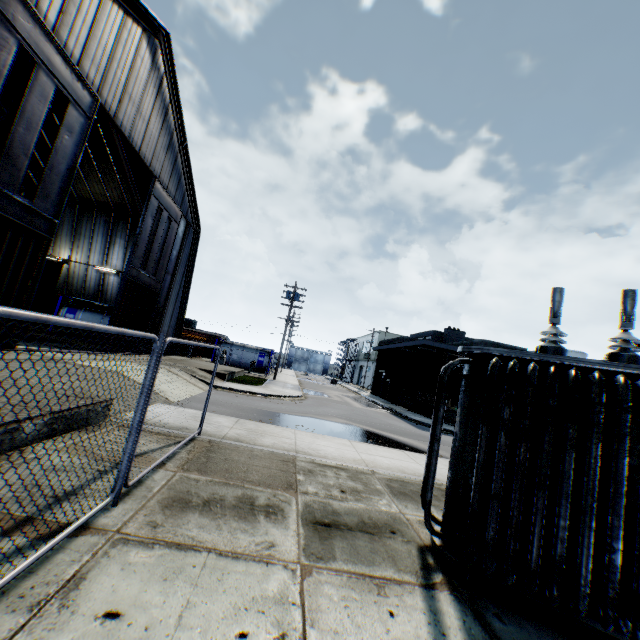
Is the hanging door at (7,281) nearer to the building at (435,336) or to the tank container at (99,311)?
the tank container at (99,311)

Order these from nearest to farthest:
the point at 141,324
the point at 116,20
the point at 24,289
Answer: the point at 24,289, the point at 116,20, the point at 141,324

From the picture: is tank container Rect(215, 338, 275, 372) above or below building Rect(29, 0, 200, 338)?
below

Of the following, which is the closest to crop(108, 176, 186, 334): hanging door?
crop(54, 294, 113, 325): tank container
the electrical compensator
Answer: crop(54, 294, 113, 325): tank container

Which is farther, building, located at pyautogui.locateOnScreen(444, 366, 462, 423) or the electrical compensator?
building, located at pyautogui.locateOnScreen(444, 366, 462, 423)

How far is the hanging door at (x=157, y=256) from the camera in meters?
18.3

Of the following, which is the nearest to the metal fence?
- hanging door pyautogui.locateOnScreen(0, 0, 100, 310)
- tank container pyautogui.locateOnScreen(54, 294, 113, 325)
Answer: hanging door pyautogui.locateOnScreen(0, 0, 100, 310)

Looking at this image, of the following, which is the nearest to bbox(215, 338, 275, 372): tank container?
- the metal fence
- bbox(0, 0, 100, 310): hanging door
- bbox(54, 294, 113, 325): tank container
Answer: bbox(54, 294, 113, 325): tank container
